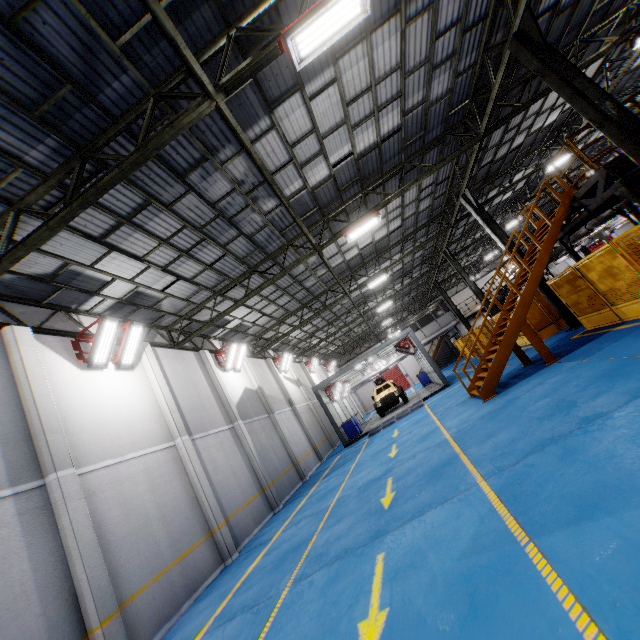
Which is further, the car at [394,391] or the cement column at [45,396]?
the car at [394,391]

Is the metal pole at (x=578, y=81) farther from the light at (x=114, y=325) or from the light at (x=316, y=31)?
the light at (x=114, y=325)

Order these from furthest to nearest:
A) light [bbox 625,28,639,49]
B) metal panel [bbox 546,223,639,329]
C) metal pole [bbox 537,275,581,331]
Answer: metal pole [bbox 537,275,581,331] < light [bbox 625,28,639,49] < metal panel [bbox 546,223,639,329]

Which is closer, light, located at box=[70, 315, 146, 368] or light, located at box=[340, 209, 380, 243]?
light, located at box=[70, 315, 146, 368]

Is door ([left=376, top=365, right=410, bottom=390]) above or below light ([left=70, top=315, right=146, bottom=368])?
below

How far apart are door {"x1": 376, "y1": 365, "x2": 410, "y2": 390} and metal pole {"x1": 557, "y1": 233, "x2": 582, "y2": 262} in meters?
36.3

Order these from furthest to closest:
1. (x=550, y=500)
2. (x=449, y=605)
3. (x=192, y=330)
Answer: (x=192, y=330)
(x=550, y=500)
(x=449, y=605)

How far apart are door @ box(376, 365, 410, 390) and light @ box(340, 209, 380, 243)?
37.9 meters
